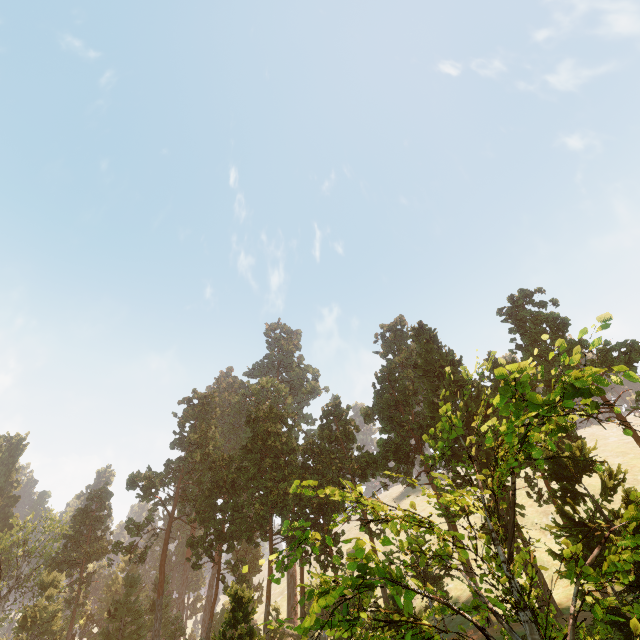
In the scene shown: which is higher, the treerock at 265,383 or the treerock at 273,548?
the treerock at 265,383

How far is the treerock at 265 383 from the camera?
58.3 meters

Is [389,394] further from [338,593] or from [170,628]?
[170,628]

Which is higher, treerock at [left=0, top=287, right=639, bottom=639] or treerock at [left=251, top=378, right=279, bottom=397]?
treerock at [left=251, top=378, right=279, bottom=397]

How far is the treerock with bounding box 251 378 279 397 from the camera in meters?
58.3 m

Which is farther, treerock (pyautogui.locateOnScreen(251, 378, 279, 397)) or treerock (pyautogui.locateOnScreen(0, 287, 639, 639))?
treerock (pyautogui.locateOnScreen(251, 378, 279, 397))
